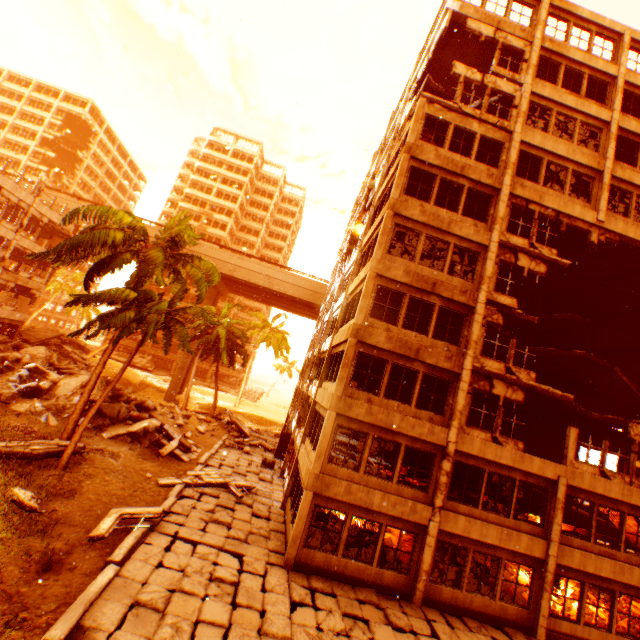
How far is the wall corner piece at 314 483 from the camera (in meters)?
12.05

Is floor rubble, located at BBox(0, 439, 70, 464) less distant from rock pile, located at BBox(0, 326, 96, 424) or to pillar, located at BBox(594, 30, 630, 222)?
rock pile, located at BBox(0, 326, 96, 424)

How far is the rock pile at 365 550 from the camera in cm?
1255

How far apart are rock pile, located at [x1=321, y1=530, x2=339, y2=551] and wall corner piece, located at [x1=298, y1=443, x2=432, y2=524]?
2.0 meters

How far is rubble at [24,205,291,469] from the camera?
13.1 meters

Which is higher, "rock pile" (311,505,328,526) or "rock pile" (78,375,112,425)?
"rock pile" (78,375,112,425)

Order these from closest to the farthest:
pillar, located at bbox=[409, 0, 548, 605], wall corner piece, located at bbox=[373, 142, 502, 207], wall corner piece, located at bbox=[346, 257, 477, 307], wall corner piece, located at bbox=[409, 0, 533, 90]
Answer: pillar, located at bbox=[409, 0, 548, 605], wall corner piece, located at bbox=[346, 257, 477, 307], wall corner piece, located at bbox=[373, 142, 502, 207], wall corner piece, located at bbox=[409, 0, 533, 90]

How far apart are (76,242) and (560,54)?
25.6 meters
